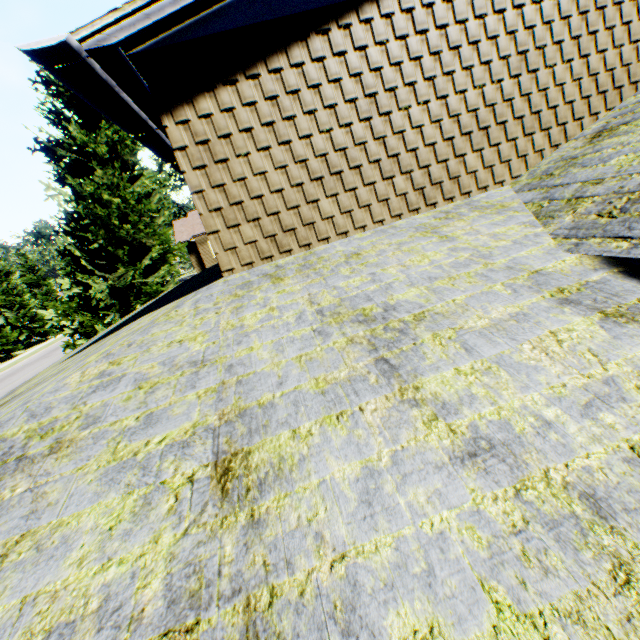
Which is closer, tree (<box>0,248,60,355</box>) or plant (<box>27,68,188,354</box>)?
plant (<box>27,68,188,354</box>)

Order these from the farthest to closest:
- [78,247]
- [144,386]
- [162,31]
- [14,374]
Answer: [14,374] → [78,247] → [162,31] → [144,386]

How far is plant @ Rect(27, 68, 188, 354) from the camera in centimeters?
1380cm

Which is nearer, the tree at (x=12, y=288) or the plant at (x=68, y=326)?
the plant at (x=68, y=326)

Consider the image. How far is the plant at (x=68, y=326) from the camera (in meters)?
13.80
